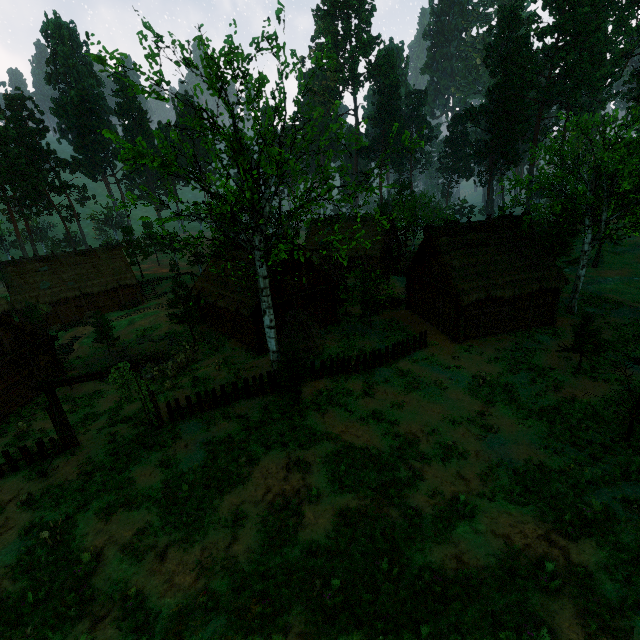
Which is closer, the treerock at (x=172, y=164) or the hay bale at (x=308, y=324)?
the treerock at (x=172, y=164)

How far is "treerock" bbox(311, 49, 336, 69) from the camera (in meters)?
13.41

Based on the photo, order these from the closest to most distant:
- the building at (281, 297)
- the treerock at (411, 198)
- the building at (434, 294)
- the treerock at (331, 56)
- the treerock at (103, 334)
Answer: the treerock at (331, 56), the building at (434, 294), the building at (281, 297), the treerock at (103, 334), the treerock at (411, 198)

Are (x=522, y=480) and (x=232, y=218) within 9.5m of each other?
no

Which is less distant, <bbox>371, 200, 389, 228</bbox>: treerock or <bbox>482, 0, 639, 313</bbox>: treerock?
<bbox>371, 200, 389, 228</bbox>: treerock

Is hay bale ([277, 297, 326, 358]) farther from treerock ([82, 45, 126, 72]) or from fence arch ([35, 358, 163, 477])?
fence arch ([35, 358, 163, 477])

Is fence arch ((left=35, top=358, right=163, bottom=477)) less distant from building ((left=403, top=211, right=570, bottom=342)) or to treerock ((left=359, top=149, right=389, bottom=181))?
treerock ((left=359, top=149, right=389, bottom=181))
